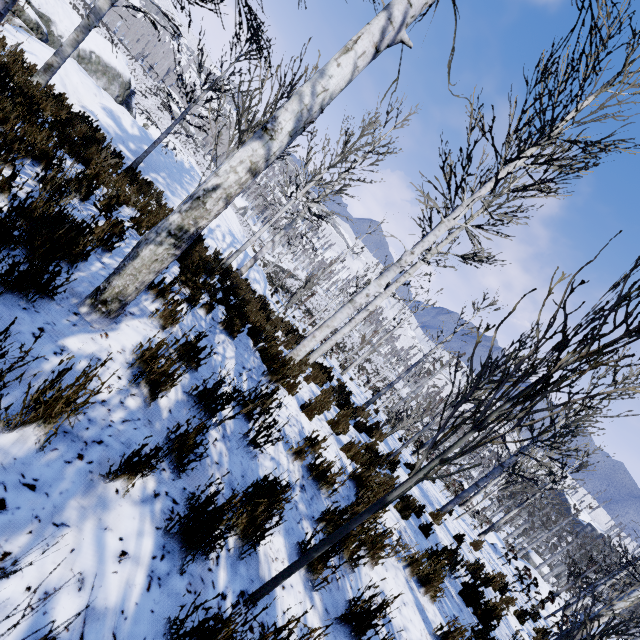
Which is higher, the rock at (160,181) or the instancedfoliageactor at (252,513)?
the instancedfoliageactor at (252,513)

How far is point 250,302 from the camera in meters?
9.1 m

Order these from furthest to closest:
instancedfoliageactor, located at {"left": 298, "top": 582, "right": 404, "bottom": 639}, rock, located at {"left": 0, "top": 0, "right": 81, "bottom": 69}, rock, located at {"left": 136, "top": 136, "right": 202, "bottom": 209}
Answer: rock, located at {"left": 136, "top": 136, "right": 202, "bottom": 209} < rock, located at {"left": 0, "top": 0, "right": 81, "bottom": 69} < instancedfoliageactor, located at {"left": 298, "top": 582, "right": 404, "bottom": 639}

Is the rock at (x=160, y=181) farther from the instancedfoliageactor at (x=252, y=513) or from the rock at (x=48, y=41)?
the instancedfoliageactor at (x=252, y=513)

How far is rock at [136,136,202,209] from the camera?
12.6m

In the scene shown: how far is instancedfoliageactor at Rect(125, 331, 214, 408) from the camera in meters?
2.3

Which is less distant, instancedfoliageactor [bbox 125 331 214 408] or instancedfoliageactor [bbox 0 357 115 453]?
instancedfoliageactor [bbox 0 357 115 453]
